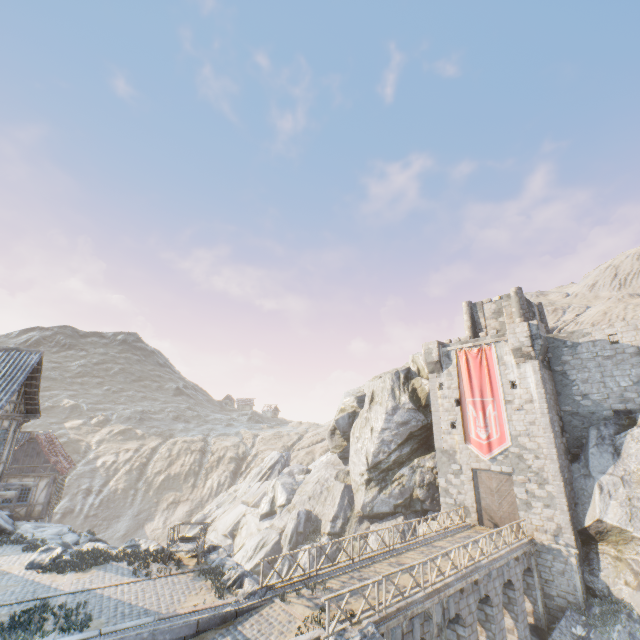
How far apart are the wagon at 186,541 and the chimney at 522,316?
28.5 meters

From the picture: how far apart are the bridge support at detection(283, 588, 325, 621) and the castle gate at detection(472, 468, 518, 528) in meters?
16.8

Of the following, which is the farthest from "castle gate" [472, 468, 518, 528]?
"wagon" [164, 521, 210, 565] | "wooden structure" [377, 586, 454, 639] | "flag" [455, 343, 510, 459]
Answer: "wagon" [164, 521, 210, 565]

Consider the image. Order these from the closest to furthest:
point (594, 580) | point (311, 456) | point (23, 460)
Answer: point (594, 580) → point (23, 460) → point (311, 456)

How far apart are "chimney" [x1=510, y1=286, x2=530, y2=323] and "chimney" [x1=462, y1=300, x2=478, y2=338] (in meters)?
3.19

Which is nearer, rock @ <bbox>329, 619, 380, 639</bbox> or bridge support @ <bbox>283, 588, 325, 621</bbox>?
rock @ <bbox>329, 619, 380, 639</bbox>

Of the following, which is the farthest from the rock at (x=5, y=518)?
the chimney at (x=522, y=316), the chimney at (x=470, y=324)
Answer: the chimney at (x=522, y=316)

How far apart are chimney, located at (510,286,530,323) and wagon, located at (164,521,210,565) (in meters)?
28.51
